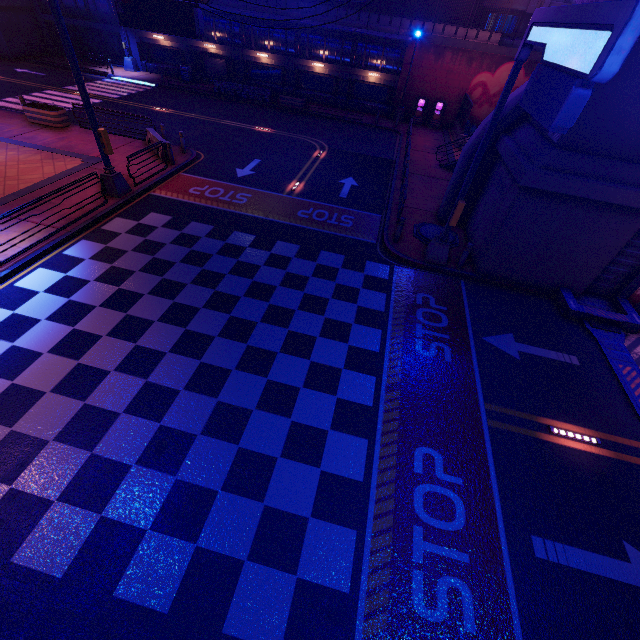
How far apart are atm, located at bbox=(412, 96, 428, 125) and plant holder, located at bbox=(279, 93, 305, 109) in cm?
942

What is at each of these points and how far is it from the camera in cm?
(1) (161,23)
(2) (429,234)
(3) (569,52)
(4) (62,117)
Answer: (1) sign, 934
(2) manhole, 1405
(3) sign, 576
(4) plant holder, 1819

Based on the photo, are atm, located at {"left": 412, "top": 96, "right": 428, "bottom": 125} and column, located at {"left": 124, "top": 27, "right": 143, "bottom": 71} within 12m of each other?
no

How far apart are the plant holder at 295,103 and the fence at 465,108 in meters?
12.8

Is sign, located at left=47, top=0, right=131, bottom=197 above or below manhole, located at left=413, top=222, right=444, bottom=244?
above

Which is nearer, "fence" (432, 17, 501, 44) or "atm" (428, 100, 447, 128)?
"fence" (432, 17, 501, 44)

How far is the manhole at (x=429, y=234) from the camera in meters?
13.7

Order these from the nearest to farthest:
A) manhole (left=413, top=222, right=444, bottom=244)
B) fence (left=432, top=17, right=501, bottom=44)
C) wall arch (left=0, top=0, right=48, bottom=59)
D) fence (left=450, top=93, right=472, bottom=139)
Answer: manhole (left=413, top=222, right=444, bottom=244), fence (left=450, top=93, right=472, bottom=139), fence (left=432, top=17, right=501, bottom=44), wall arch (left=0, top=0, right=48, bottom=59)
